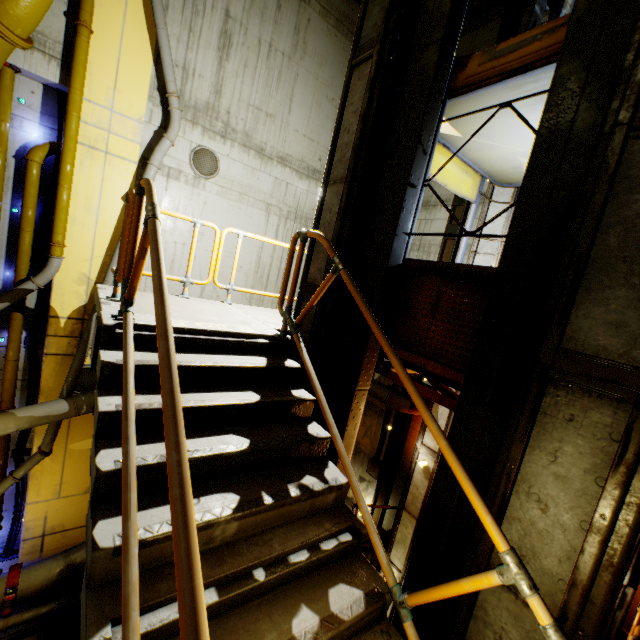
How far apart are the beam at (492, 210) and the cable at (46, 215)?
8.9 meters

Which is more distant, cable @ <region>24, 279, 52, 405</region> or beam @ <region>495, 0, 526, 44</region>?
beam @ <region>495, 0, 526, 44</region>

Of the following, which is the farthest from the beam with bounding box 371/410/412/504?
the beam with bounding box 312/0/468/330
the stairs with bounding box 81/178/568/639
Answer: the beam with bounding box 312/0/468/330

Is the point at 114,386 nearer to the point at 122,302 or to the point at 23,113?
the point at 122,302

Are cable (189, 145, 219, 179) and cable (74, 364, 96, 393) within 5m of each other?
no

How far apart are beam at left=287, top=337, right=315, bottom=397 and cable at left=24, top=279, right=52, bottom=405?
6.8 meters

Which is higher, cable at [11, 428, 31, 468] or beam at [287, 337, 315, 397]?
beam at [287, 337, 315, 397]

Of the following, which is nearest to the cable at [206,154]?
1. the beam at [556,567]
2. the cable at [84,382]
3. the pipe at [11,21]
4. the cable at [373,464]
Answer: the pipe at [11,21]
